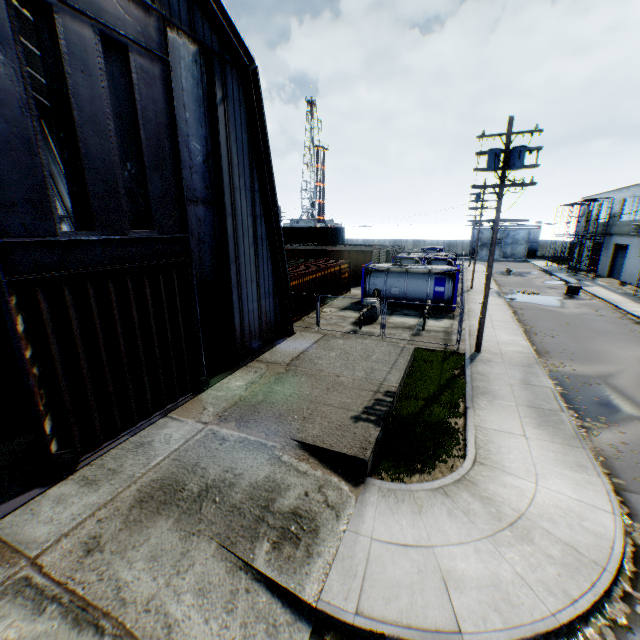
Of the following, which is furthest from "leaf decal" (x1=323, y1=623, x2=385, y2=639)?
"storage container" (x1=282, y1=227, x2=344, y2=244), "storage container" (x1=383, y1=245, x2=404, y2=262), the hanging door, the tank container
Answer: "storage container" (x1=282, y1=227, x2=344, y2=244)

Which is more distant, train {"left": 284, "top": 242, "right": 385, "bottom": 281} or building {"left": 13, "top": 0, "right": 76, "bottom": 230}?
train {"left": 284, "top": 242, "right": 385, "bottom": 281}

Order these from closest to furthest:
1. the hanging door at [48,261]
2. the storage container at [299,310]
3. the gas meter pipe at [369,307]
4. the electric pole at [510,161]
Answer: the hanging door at [48,261] < the electric pole at [510,161] < the gas meter pipe at [369,307] < the storage container at [299,310]

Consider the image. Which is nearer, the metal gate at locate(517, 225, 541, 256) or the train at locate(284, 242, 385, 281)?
the train at locate(284, 242, 385, 281)

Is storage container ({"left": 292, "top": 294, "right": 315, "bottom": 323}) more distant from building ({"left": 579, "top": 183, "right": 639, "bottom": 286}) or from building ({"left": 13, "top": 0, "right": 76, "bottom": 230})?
building ({"left": 579, "top": 183, "right": 639, "bottom": 286})

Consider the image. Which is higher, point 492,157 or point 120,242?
point 492,157

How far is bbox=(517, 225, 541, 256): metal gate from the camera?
58.94m

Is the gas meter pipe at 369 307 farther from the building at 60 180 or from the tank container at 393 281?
the building at 60 180
